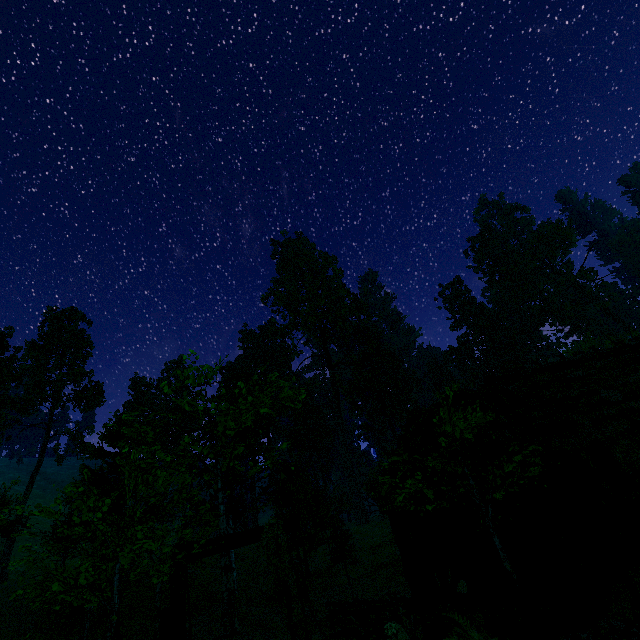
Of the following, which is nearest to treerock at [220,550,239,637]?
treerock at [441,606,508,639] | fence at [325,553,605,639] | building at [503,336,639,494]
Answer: building at [503,336,639,494]

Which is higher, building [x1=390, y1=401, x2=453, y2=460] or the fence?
building [x1=390, y1=401, x2=453, y2=460]

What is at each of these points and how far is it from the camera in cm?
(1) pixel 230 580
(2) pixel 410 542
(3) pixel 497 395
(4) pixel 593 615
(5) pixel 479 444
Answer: (1) treerock, 1539
(2) building, 1257
(3) building, 1314
(4) fence, 654
(5) building, 1005

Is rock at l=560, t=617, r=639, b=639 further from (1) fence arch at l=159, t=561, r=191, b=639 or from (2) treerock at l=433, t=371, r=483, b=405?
(2) treerock at l=433, t=371, r=483, b=405

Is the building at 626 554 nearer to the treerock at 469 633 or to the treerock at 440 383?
the treerock at 440 383

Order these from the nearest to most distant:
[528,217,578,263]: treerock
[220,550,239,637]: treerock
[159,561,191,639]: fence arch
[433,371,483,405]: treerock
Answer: [159,561,191,639]: fence arch
[433,371,483,405]: treerock
[220,550,239,637]: treerock
[528,217,578,263]: treerock

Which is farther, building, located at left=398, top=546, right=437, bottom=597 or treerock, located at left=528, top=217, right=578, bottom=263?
treerock, located at left=528, top=217, right=578, bottom=263

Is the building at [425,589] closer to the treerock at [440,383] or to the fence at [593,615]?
the treerock at [440,383]
